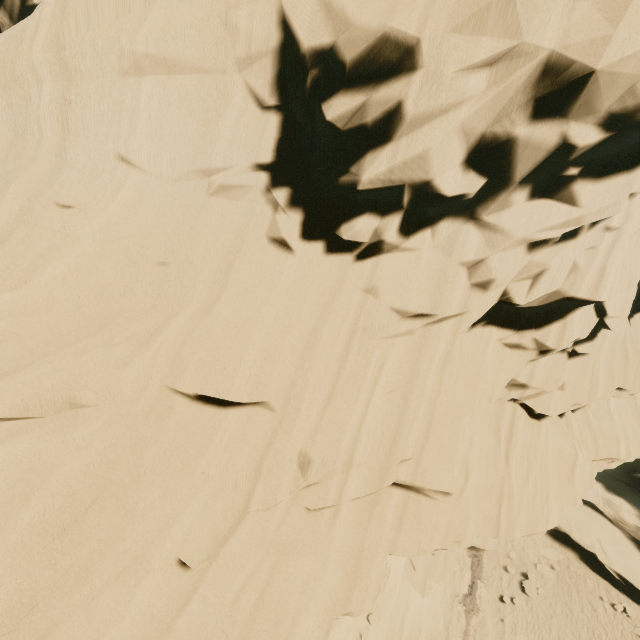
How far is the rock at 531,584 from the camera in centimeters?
1956cm

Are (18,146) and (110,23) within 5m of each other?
yes

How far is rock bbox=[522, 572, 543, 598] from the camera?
19.56m

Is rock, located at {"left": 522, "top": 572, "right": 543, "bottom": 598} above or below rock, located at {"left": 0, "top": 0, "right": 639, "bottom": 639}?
below

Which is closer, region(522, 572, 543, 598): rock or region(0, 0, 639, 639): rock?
region(0, 0, 639, 639): rock

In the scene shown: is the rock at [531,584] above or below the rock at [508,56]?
below
